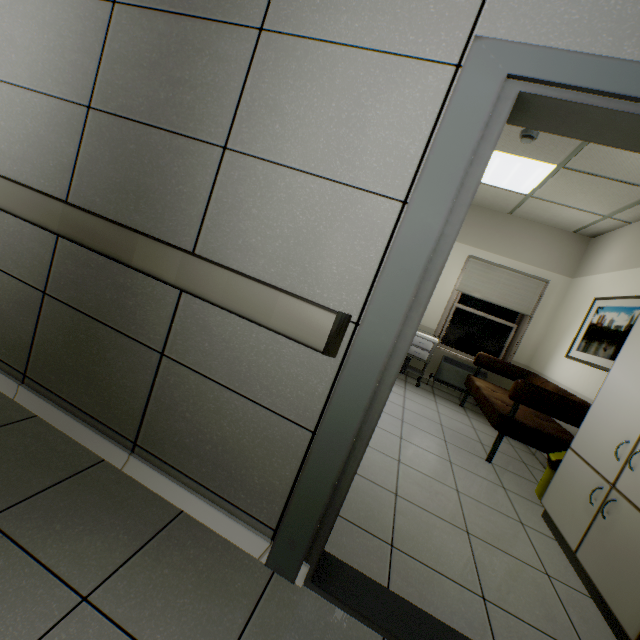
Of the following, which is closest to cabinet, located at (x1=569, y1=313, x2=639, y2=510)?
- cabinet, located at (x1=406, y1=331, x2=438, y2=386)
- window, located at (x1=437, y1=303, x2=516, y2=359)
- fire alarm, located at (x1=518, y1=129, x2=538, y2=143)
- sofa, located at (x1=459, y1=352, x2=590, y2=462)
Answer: sofa, located at (x1=459, y1=352, x2=590, y2=462)

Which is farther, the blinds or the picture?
the blinds

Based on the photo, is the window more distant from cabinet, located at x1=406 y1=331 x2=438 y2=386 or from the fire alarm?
the fire alarm

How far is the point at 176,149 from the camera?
1.5 meters

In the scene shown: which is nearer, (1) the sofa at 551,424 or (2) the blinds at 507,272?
(1) the sofa at 551,424

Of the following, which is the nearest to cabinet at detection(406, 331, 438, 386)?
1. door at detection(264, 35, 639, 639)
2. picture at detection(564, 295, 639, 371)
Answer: picture at detection(564, 295, 639, 371)

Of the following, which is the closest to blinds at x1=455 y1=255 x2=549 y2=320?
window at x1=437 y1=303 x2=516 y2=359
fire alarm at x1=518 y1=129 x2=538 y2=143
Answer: window at x1=437 y1=303 x2=516 y2=359

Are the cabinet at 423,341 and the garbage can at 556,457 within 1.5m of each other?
no
